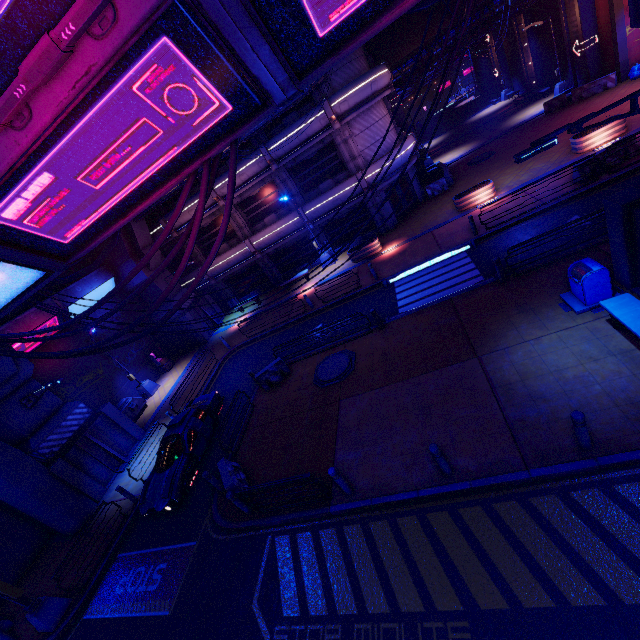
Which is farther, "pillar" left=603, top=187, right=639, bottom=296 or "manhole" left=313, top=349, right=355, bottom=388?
"manhole" left=313, top=349, right=355, bottom=388

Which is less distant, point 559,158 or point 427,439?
point 427,439

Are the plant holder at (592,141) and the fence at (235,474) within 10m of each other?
no

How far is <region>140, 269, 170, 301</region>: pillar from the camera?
24.8 meters

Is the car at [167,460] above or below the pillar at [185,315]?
below

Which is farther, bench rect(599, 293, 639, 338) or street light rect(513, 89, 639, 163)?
bench rect(599, 293, 639, 338)

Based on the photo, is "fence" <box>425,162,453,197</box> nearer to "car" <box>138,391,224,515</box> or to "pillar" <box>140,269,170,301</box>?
"pillar" <box>140,269,170,301</box>

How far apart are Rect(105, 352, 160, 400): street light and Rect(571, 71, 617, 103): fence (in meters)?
37.69
